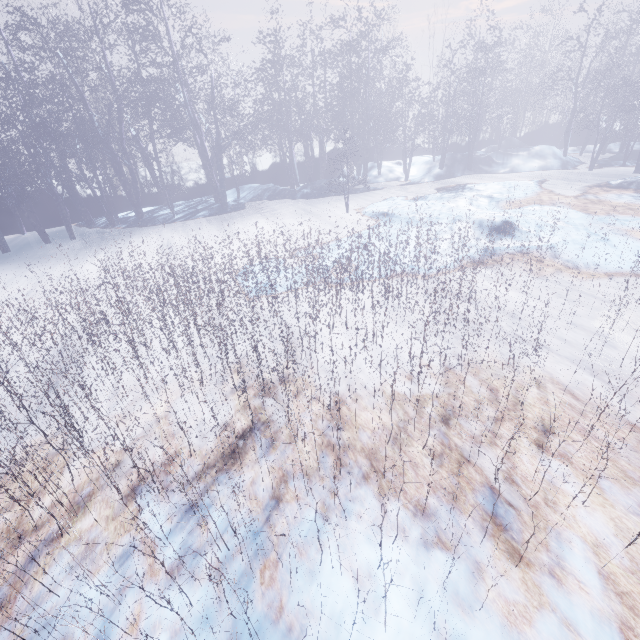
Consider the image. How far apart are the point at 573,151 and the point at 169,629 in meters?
29.4
